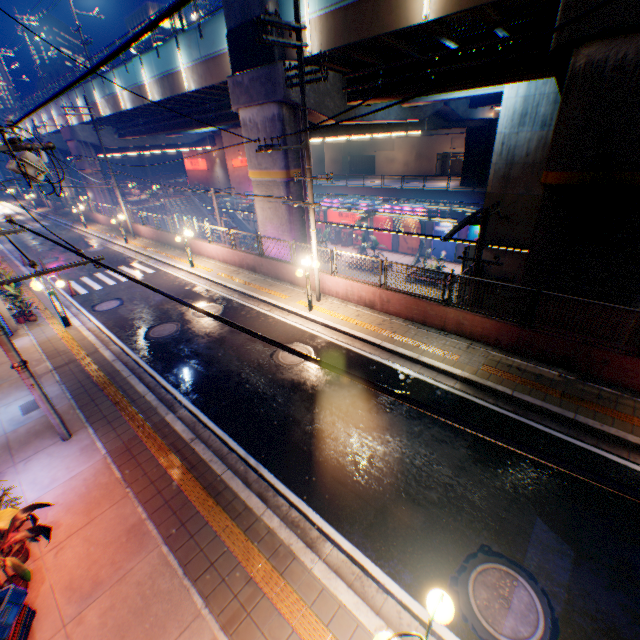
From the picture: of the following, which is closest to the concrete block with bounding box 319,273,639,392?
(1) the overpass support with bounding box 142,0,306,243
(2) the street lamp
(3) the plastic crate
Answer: (1) the overpass support with bounding box 142,0,306,243

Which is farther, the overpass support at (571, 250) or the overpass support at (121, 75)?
the overpass support at (121, 75)

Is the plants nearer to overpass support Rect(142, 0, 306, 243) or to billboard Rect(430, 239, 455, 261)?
overpass support Rect(142, 0, 306, 243)

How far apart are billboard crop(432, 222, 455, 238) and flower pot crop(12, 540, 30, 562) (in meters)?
34.95

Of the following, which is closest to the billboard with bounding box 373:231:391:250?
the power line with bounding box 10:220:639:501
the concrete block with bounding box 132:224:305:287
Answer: the concrete block with bounding box 132:224:305:287

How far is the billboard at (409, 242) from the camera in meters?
35.7

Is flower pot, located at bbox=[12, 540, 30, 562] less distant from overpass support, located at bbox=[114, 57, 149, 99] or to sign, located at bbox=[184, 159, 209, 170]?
overpass support, located at bbox=[114, 57, 149, 99]

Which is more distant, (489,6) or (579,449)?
(489,6)
